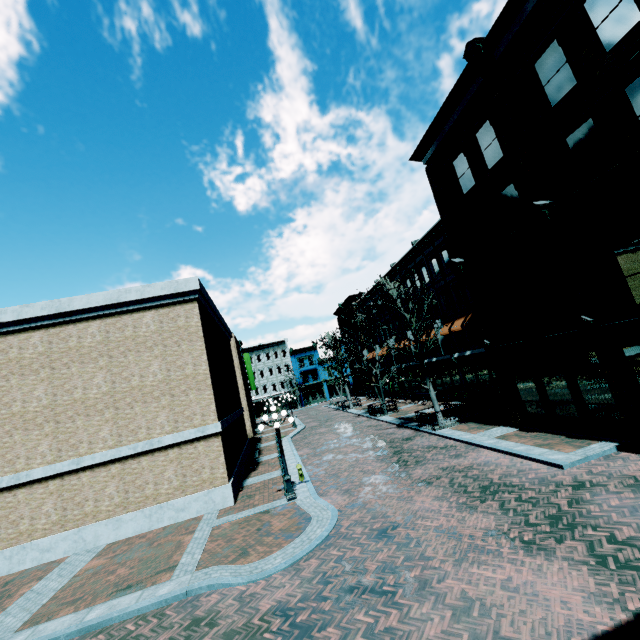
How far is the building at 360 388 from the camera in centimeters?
4241cm

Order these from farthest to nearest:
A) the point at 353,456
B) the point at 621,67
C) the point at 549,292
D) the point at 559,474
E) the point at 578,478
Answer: the point at 353,456 → the point at 549,292 → the point at 559,474 → the point at 578,478 → the point at 621,67

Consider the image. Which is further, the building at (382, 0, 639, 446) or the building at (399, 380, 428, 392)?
the building at (399, 380, 428, 392)

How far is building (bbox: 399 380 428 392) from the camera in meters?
32.5 m

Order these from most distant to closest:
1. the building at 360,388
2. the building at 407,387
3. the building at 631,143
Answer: the building at 360,388 < the building at 407,387 < the building at 631,143
